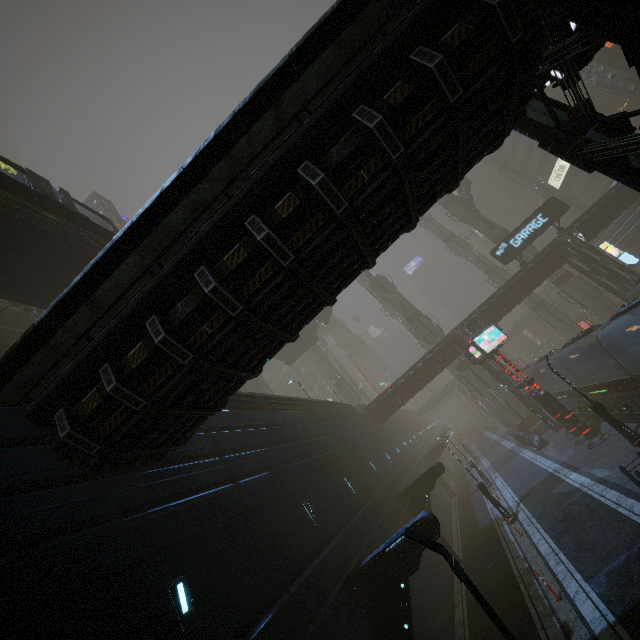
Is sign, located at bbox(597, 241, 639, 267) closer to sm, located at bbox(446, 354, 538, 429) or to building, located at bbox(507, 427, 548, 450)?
building, located at bbox(507, 427, 548, 450)

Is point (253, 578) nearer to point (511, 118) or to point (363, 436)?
point (511, 118)

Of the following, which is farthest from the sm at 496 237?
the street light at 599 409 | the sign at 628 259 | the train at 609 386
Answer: the street light at 599 409

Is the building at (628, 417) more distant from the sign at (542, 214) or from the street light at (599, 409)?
the street light at (599, 409)

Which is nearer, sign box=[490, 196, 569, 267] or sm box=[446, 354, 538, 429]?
sign box=[490, 196, 569, 267]

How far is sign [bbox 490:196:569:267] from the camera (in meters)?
29.69

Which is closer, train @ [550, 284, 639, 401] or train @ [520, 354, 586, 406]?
train @ [550, 284, 639, 401]

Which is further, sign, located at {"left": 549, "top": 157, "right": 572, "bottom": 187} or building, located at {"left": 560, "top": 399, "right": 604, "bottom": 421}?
sign, located at {"left": 549, "top": 157, "right": 572, "bottom": 187}
